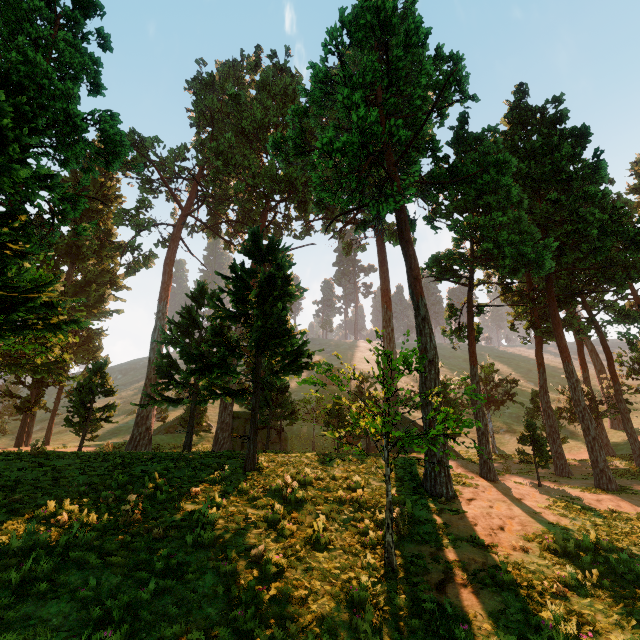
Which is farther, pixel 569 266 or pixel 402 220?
pixel 569 266
